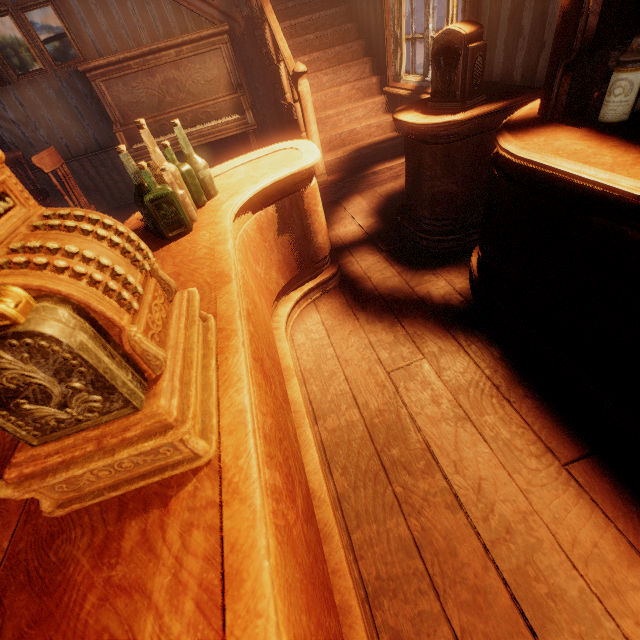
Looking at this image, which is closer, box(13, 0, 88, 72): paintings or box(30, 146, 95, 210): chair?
box(30, 146, 95, 210): chair

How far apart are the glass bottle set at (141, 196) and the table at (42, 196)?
2.94m

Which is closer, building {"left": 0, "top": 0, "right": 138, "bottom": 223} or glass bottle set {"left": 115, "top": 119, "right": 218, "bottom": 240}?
glass bottle set {"left": 115, "top": 119, "right": 218, "bottom": 240}

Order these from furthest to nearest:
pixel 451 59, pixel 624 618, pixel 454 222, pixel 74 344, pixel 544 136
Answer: pixel 454 222, pixel 451 59, pixel 544 136, pixel 624 618, pixel 74 344

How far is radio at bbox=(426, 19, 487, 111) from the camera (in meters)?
1.96

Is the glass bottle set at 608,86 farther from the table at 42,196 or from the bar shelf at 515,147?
the table at 42,196

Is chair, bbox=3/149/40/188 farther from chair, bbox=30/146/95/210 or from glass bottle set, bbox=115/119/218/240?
glass bottle set, bbox=115/119/218/240

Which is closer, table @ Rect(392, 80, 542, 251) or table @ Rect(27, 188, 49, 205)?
table @ Rect(392, 80, 542, 251)
